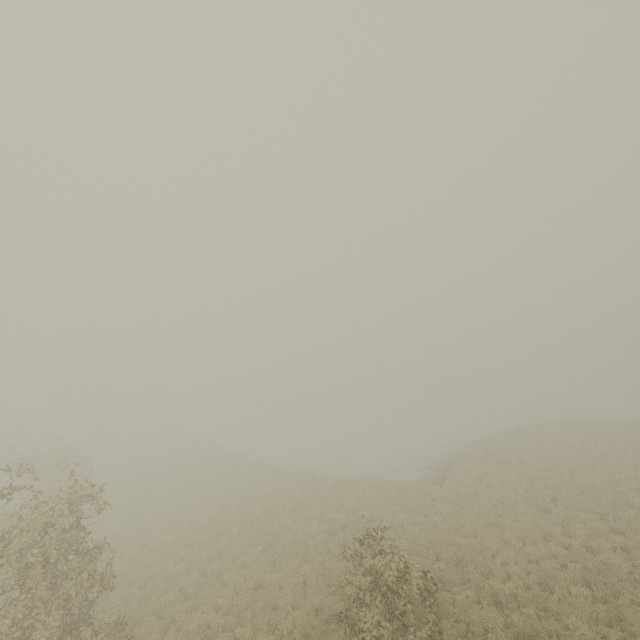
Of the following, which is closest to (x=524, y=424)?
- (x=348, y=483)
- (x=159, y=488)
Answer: (x=348, y=483)
